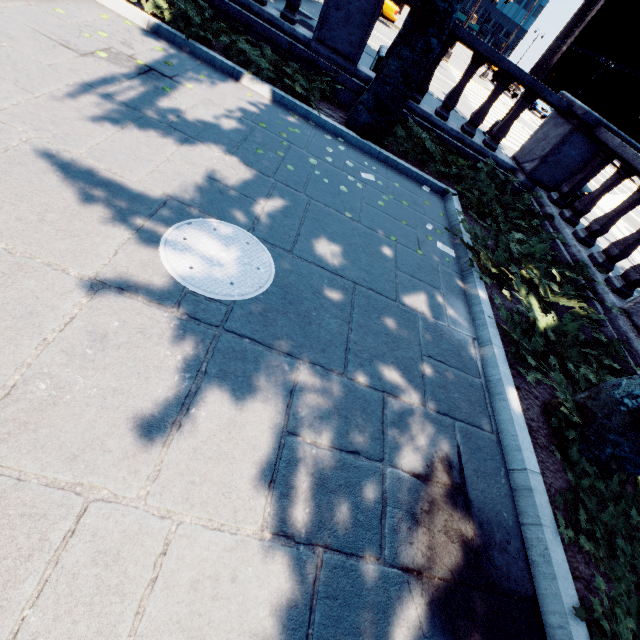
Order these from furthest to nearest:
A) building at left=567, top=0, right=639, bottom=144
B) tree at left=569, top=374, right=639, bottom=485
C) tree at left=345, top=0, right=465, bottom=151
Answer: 1. building at left=567, top=0, right=639, bottom=144
2. tree at left=345, top=0, right=465, bottom=151
3. tree at left=569, top=374, right=639, bottom=485

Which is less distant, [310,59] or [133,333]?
[133,333]

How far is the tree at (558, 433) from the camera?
3.3 meters

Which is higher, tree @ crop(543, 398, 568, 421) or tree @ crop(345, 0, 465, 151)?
tree @ crop(345, 0, 465, 151)

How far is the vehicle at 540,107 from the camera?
29.7 meters

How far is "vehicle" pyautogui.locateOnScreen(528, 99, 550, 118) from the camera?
29.67m

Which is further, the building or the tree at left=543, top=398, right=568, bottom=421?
the building

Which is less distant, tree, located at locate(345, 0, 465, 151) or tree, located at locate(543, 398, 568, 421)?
tree, located at locate(543, 398, 568, 421)
